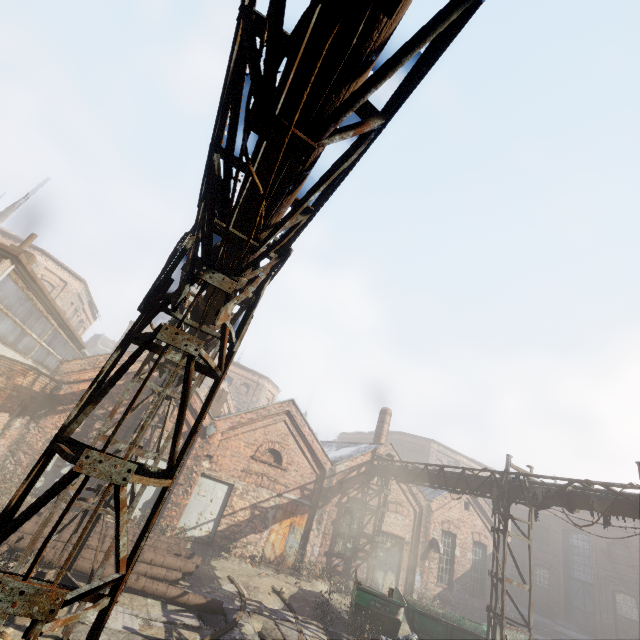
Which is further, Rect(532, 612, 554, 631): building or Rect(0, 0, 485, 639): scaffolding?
Rect(532, 612, 554, 631): building

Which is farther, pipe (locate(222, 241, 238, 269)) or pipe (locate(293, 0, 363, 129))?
pipe (locate(222, 241, 238, 269))

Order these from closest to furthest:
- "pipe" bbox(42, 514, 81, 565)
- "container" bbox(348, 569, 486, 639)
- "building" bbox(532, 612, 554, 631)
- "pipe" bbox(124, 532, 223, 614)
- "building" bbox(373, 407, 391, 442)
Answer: "pipe" bbox(42, 514, 81, 565) → "pipe" bbox(124, 532, 223, 614) → "container" bbox(348, 569, 486, 639) → "building" bbox(532, 612, 554, 631) → "building" bbox(373, 407, 391, 442)

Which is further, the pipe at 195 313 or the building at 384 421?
the building at 384 421

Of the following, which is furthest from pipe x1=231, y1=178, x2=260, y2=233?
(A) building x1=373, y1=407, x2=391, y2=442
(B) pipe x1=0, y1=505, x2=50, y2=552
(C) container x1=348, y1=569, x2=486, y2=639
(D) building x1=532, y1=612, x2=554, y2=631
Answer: (D) building x1=532, y1=612, x2=554, y2=631

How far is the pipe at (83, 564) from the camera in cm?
803

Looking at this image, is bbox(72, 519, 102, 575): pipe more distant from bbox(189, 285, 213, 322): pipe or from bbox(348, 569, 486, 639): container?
bbox(348, 569, 486, 639): container

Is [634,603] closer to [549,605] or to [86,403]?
[549,605]
